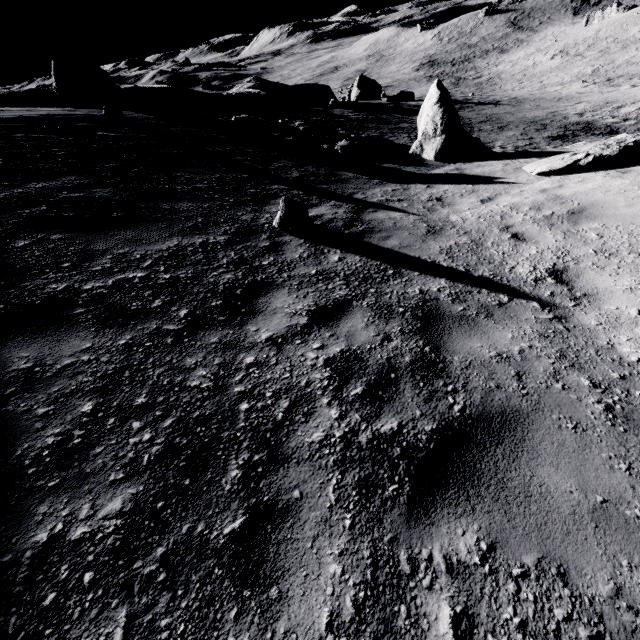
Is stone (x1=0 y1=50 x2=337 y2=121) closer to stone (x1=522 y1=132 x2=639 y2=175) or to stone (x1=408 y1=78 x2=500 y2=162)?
stone (x1=408 y1=78 x2=500 y2=162)

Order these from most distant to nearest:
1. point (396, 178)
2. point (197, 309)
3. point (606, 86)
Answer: point (606, 86), point (396, 178), point (197, 309)

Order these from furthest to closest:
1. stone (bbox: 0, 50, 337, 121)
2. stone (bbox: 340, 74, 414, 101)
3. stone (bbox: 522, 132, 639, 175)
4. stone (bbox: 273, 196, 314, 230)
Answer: stone (bbox: 340, 74, 414, 101) → stone (bbox: 0, 50, 337, 121) → stone (bbox: 522, 132, 639, 175) → stone (bbox: 273, 196, 314, 230)

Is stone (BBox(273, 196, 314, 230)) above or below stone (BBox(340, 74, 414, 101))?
above

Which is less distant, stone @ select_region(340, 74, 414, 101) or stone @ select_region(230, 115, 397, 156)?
stone @ select_region(230, 115, 397, 156)

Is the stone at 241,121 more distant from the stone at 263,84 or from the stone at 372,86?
the stone at 372,86

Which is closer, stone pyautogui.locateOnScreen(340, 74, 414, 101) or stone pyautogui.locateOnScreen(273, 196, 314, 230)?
stone pyautogui.locateOnScreen(273, 196, 314, 230)

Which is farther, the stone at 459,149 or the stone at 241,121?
the stone at 241,121
